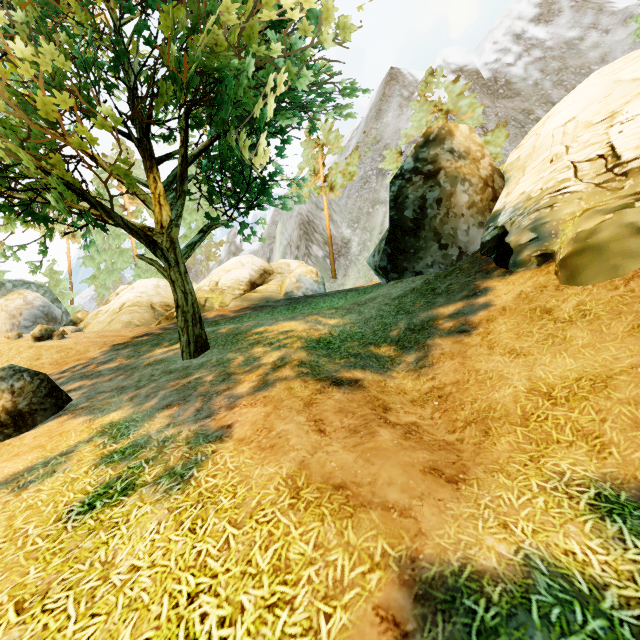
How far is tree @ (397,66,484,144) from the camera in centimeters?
2367cm

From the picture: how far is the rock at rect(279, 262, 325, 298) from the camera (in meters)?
20.12

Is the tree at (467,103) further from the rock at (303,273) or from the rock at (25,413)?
the rock at (303,273)

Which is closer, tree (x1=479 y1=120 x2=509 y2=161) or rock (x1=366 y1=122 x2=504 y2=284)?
rock (x1=366 y1=122 x2=504 y2=284)

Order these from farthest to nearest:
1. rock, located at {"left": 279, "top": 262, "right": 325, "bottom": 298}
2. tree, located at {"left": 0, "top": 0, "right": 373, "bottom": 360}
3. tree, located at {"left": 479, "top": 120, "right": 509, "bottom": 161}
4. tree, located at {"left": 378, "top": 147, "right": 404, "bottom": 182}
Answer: tree, located at {"left": 378, "top": 147, "right": 404, "bottom": 182}, tree, located at {"left": 479, "top": 120, "right": 509, "bottom": 161}, rock, located at {"left": 279, "top": 262, "right": 325, "bottom": 298}, tree, located at {"left": 0, "top": 0, "right": 373, "bottom": 360}

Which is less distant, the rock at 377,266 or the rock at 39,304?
the rock at 377,266

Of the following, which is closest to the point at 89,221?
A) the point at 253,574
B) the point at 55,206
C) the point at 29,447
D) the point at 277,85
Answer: the point at 55,206

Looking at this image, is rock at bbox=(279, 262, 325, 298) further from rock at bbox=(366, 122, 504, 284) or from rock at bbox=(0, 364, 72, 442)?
rock at bbox=(0, 364, 72, 442)
